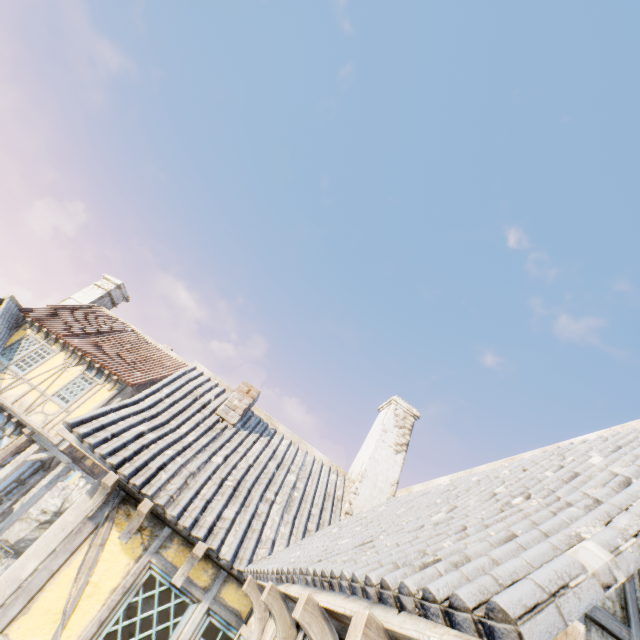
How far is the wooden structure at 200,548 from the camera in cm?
456

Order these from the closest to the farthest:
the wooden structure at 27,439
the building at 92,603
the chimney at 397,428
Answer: the building at 92,603, the chimney at 397,428, the wooden structure at 27,439

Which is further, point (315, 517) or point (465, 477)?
point (315, 517)

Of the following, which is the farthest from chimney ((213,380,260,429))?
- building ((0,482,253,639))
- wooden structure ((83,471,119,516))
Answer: wooden structure ((83,471,119,516))

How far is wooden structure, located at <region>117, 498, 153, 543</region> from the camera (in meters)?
4.62

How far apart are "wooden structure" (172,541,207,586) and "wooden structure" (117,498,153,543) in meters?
0.9 m

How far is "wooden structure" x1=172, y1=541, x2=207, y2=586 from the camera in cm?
456

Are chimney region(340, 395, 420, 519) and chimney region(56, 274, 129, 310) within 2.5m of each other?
no
